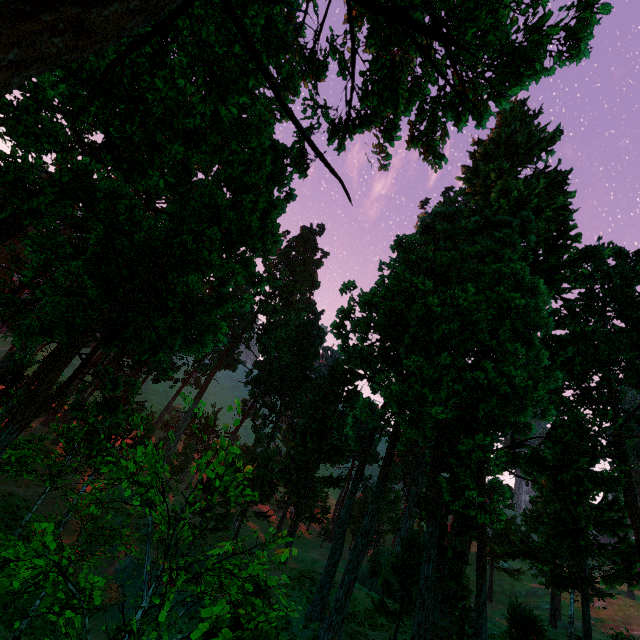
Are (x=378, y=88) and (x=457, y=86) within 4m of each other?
yes
